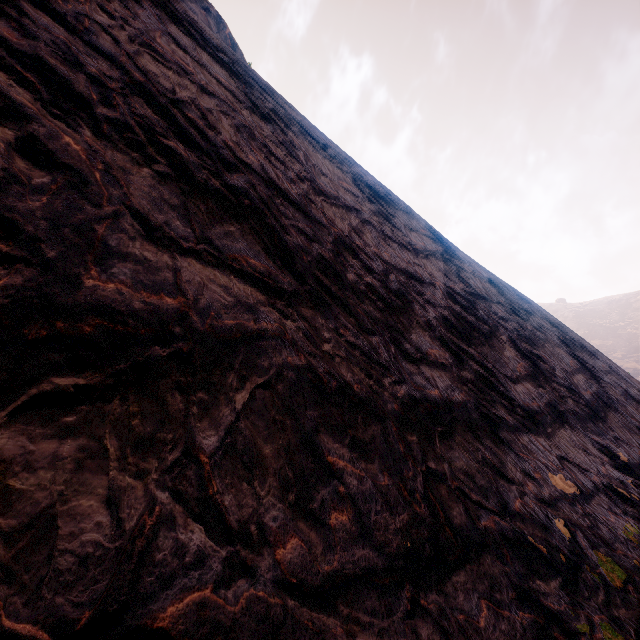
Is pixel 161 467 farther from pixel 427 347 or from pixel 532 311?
pixel 532 311
